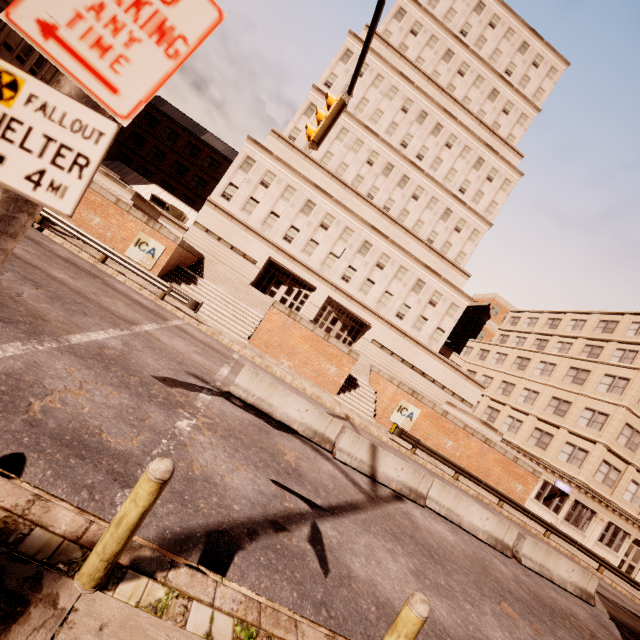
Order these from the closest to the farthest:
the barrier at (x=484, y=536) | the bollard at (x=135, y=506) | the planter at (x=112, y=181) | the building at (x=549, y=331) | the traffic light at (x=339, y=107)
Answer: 1. the bollard at (x=135, y=506)
2. the traffic light at (x=339, y=107)
3. the barrier at (x=484, y=536)
4. the planter at (x=112, y=181)
5. the building at (x=549, y=331)

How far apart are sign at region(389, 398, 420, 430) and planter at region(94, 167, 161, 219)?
22.48m

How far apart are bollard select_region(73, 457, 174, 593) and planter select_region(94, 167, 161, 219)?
22.56m

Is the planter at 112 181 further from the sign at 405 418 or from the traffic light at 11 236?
the sign at 405 418

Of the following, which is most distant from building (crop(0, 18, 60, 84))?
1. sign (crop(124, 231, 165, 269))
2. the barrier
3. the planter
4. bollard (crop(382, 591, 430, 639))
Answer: bollard (crop(382, 591, 430, 639))

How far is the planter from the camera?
20.36m

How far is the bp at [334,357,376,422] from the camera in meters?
22.6 m

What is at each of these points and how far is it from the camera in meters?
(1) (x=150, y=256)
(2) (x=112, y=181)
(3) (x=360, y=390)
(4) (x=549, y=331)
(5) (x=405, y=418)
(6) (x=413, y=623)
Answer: (1) sign, 20.0
(2) planter, 20.5
(3) bp, 24.0
(4) building, 38.4
(5) sign, 22.9
(6) bollard, 3.2
